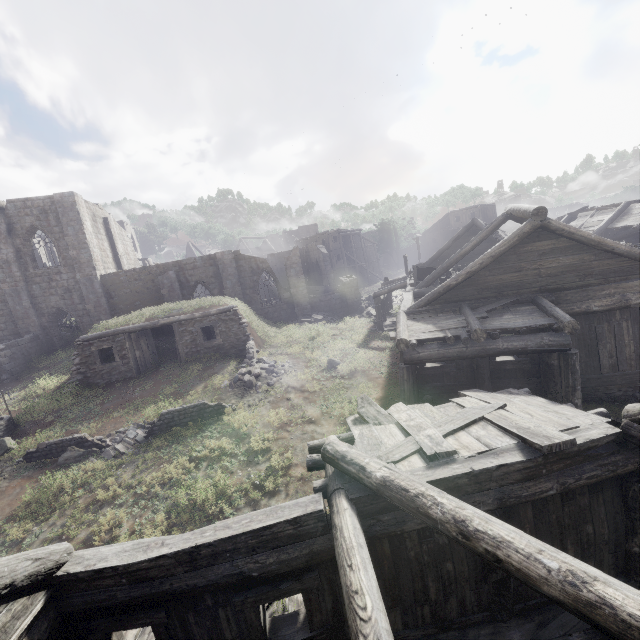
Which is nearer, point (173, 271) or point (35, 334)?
point (35, 334)

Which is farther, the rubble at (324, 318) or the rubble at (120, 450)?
the rubble at (324, 318)

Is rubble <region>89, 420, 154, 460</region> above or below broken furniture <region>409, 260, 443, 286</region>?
below

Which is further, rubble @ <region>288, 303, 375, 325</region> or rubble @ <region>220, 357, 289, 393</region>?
rubble @ <region>288, 303, 375, 325</region>

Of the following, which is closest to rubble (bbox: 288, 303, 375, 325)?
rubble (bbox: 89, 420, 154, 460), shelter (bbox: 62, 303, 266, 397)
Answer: shelter (bbox: 62, 303, 266, 397)

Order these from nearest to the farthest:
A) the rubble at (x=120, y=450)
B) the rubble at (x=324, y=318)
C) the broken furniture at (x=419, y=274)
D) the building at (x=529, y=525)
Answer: the building at (x=529, y=525), the rubble at (x=120, y=450), the broken furniture at (x=419, y=274), the rubble at (x=324, y=318)

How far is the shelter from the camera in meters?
17.2 m

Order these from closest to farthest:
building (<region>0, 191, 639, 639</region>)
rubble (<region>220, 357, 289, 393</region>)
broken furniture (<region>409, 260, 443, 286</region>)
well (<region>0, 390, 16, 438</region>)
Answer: building (<region>0, 191, 639, 639</region>), well (<region>0, 390, 16, 438</region>), rubble (<region>220, 357, 289, 393</region>), broken furniture (<region>409, 260, 443, 286</region>)
